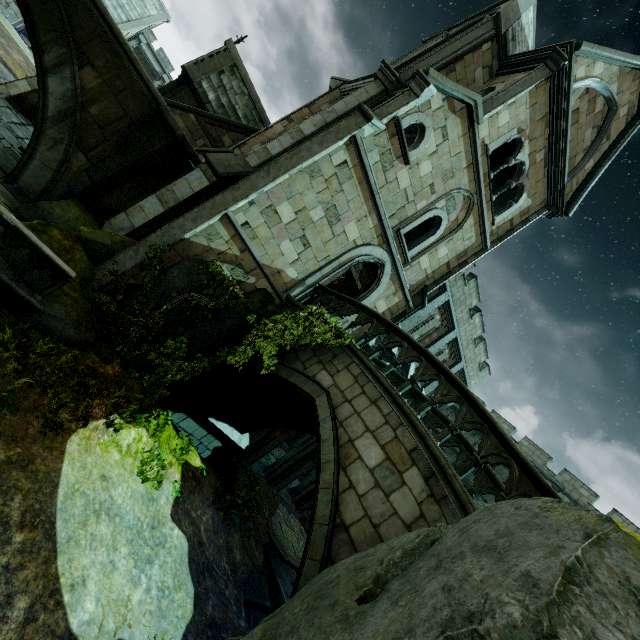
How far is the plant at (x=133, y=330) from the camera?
8.5m

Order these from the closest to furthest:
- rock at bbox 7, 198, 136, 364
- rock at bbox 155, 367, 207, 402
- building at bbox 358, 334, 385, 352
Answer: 1. rock at bbox 7, 198, 136, 364
2. rock at bbox 155, 367, 207, 402
3. building at bbox 358, 334, 385, 352

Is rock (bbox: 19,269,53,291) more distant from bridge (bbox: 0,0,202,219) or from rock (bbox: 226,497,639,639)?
rock (bbox: 226,497,639,639)

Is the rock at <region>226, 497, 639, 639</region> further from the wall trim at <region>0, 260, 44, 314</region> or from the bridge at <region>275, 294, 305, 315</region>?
the wall trim at <region>0, 260, 44, 314</region>

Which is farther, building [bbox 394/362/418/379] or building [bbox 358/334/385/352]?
building [bbox 394/362/418/379]

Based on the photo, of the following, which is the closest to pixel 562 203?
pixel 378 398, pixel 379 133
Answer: pixel 379 133

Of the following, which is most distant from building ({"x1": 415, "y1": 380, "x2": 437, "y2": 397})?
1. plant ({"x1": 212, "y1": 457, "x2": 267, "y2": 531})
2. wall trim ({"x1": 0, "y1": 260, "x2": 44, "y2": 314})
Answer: wall trim ({"x1": 0, "y1": 260, "x2": 44, "y2": 314})

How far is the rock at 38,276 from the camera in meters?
7.1 m
